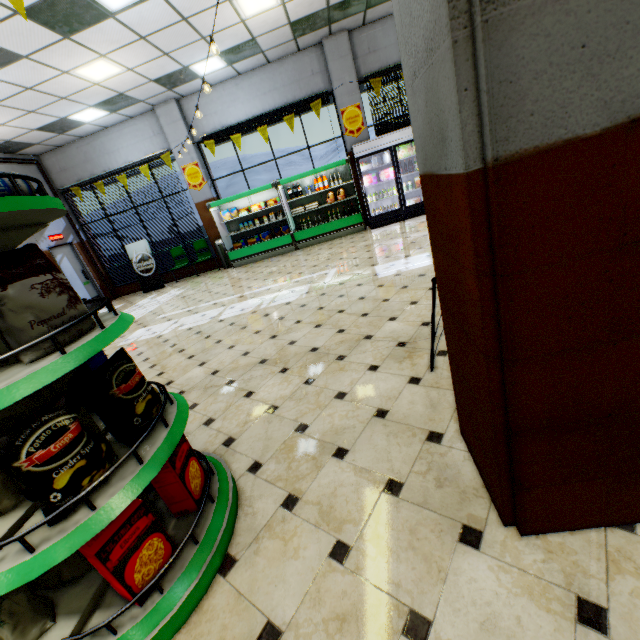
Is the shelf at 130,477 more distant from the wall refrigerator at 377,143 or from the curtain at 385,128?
the curtain at 385,128

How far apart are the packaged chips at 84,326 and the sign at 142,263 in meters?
10.3

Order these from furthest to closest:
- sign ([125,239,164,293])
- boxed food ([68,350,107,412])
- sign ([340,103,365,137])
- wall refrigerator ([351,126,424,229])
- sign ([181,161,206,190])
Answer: sign ([125,239,164,293]) < sign ([181,161,206,190]) < sign ([340,103,365,137]) < wall refrigerator ([351,126,424,229]) < boxed food ([68,350,107,412])

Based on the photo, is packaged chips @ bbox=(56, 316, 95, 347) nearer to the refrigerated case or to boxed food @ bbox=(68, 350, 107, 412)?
boxed food @ bbox=(68, 350, 107, 412)

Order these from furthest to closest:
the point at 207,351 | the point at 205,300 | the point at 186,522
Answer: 1. the point at 205,300
2. the point at 207,351
3. the point at 186,522

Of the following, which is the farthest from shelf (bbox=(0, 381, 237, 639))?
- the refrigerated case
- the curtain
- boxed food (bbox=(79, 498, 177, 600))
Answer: the curtain

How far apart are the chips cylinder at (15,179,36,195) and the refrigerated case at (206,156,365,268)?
8.4m

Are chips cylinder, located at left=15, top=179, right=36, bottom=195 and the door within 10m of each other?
no
